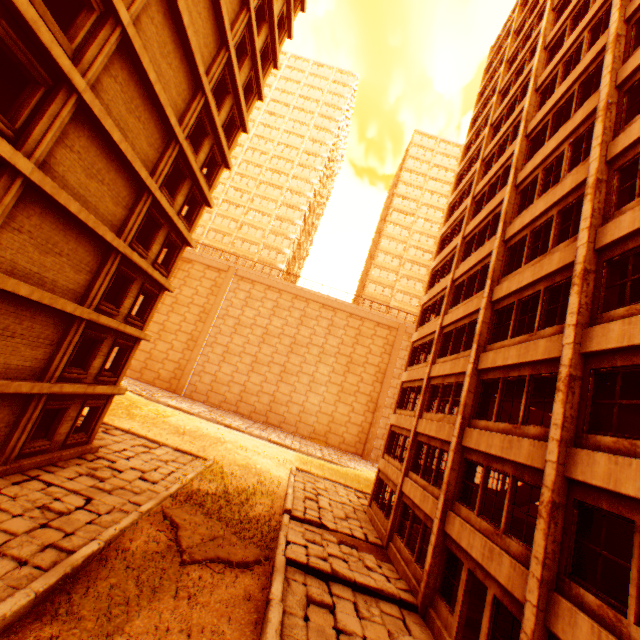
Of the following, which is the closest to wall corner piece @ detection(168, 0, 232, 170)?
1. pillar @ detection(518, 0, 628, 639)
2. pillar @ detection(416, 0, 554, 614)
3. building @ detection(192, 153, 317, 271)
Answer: pillar @ detection(518, 0, 628, 639)

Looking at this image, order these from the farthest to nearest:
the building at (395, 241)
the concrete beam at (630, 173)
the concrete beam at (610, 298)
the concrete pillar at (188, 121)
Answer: the building at (395, 241) → the concrete pillar at (188, 121) → the concrete beam at (630, 173) → the concrete beam at (610, 298)

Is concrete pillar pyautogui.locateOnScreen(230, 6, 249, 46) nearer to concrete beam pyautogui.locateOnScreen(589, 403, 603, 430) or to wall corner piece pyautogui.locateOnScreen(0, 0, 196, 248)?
wall corner piece pyautogui.locateOnScreen(0, 0, 196, 248)

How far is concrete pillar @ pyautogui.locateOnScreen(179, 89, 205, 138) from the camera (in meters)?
15.25

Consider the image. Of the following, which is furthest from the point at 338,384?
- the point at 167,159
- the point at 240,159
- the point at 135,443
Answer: the point at 240,159

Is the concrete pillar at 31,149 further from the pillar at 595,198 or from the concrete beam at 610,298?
the concrete beam at 610,298

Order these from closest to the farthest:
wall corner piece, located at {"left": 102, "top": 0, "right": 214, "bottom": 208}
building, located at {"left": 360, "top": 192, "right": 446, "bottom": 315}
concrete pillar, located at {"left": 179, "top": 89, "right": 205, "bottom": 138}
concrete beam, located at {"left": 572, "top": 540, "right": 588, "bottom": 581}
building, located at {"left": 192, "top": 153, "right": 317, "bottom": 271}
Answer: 1. concrete beam, located at {"left": 572, "top": 540, "right": 588, "bottom": 581}
2. wall corner piece, located at {"left": 102, "top": 0, "right": 214, "bottom": 208}
3. concrete pillar, located at {"left": 179, "top": 89, "right": 205, "bottom": 138}
4. building, located at {"left": 360, "top": 192, "right": 446, "bottom": 315}
5. building, located at {"left": 192, "top": 153, "right": 317, "bottom": 271}

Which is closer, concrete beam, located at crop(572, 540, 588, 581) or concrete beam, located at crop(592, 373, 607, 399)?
concrete beam, located at crop(572, 540, 588, 581)
